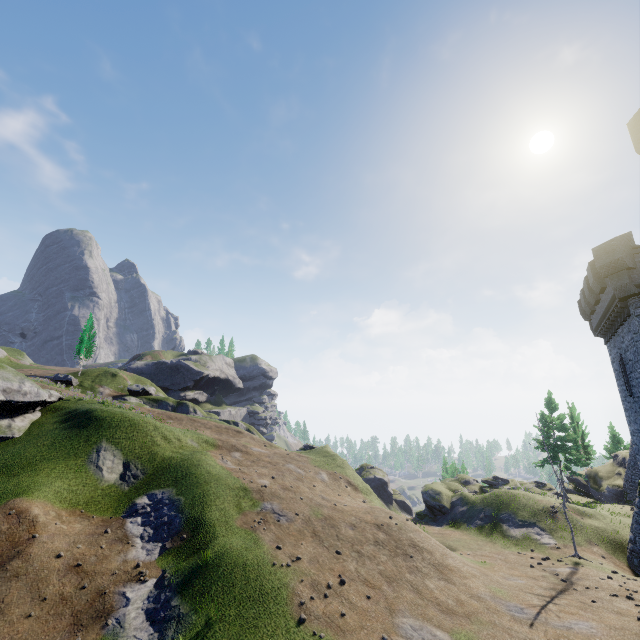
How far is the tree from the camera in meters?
21.5

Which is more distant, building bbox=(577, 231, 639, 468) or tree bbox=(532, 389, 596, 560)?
tree bbox=(532, 389, 596, 560)

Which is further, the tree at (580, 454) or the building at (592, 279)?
the tree at (580, 454)

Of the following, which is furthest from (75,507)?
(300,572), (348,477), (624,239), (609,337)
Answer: (609,337)

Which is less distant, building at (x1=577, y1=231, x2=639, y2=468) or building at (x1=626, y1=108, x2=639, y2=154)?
building at (x1=626, y1=108, x2=639, y2=154)

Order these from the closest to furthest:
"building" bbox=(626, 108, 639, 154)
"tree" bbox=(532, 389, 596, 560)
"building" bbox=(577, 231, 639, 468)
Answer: "building" bbox=(626, 108, 639, 154) → "building" bbox=(577, 231, 639, 468) → "tree" bbox=(532, 389, 596, 560)

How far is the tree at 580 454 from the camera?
21.5m

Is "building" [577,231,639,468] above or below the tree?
above
